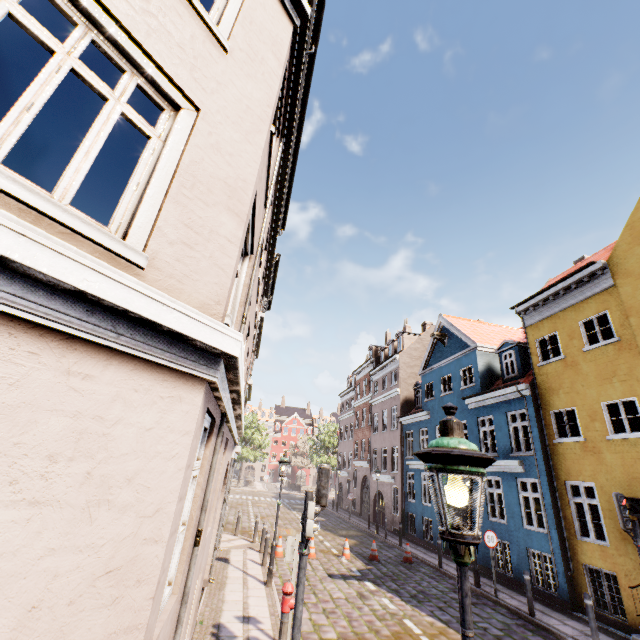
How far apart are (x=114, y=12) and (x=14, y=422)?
3.2 meters

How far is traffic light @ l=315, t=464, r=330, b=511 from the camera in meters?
6.2

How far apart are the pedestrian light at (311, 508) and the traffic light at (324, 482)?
0.1 meters

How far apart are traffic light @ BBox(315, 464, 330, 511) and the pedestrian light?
0.06m

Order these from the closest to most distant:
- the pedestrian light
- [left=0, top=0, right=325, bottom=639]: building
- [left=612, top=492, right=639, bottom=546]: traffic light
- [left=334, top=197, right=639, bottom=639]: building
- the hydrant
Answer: [left=0, top=0, right=325, bottom=639]: building → the pedestrian light → the hydrant → [left=612, top=492, right=639, bottom=546]: traffic light → [left=334, top=197, right=639, bottom=639]: building

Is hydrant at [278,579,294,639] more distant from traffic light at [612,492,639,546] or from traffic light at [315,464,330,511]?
traffic light at [612,492,639,546]

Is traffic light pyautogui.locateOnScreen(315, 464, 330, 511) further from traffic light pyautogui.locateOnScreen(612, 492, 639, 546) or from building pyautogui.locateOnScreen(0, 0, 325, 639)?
traffic light pyautogui.locateOnScreen(612, 492, 639, 546)

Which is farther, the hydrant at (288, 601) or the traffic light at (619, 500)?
the traffic light at (619, 500)
